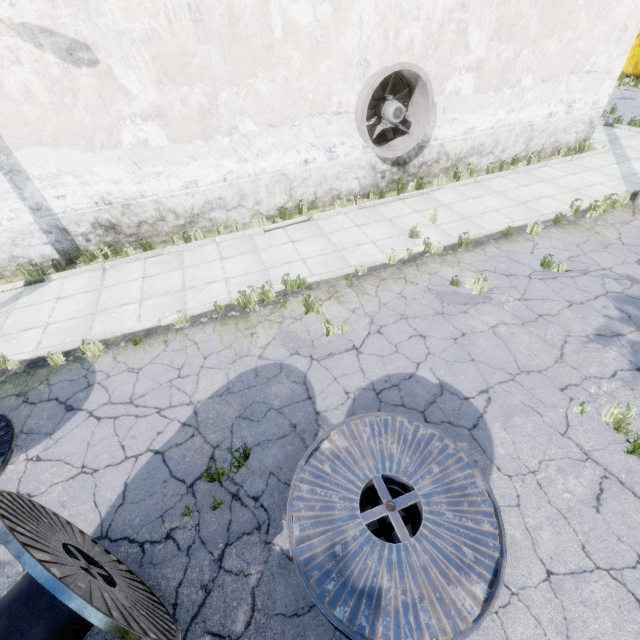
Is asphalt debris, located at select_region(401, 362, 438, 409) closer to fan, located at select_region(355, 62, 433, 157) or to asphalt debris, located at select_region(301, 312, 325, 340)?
asphalt debris, located at select_region(301, 312, 325, 340)

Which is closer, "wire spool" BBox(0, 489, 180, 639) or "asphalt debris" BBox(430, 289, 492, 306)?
"wire spool" BBox(0, 489, 180, 639)

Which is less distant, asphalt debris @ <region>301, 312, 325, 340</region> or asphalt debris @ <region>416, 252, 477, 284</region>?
asphalt debris @ <region>301, 312, 325, 340</region>

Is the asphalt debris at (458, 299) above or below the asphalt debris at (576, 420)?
above

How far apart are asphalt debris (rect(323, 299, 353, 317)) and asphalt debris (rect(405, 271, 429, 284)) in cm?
146

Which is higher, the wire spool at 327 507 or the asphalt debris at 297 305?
the wire spool at 327 507

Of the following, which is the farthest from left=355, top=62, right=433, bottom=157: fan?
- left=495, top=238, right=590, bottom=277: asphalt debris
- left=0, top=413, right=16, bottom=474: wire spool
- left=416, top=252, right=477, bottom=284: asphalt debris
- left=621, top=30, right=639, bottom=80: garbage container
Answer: left=621, top=30, right=639, bottom=80: garbage container

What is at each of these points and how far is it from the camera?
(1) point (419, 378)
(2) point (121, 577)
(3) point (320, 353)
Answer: (1) asphalt debris, 5.29m
(2) wire spool, 3.23m
(3) asphalt debris, 5.84m
